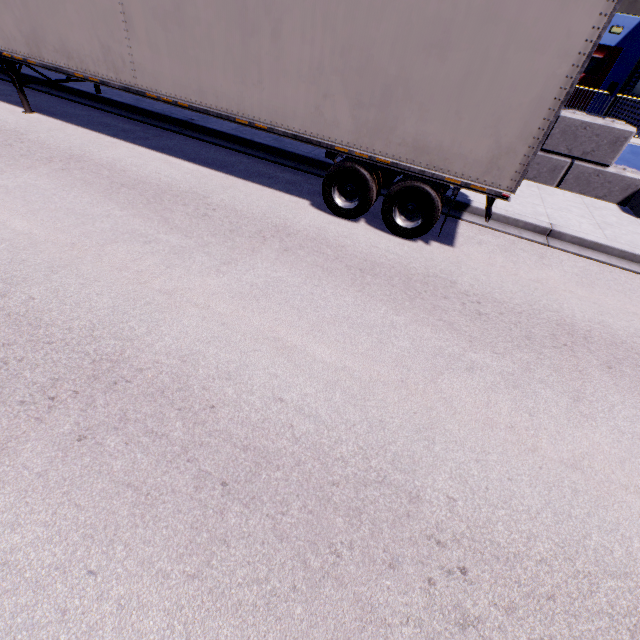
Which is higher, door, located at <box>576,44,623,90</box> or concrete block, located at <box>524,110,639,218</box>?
door, located at <box>576,44,623,90</box>

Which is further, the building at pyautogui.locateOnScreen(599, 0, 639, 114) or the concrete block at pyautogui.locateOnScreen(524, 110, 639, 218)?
the building at pyautogui.locateOnScreen(599, 0, 639, 114)

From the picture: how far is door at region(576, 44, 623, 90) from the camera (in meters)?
14.87

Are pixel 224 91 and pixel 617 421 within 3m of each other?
no

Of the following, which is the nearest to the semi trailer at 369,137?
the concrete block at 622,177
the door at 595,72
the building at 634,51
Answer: the building at 634,51

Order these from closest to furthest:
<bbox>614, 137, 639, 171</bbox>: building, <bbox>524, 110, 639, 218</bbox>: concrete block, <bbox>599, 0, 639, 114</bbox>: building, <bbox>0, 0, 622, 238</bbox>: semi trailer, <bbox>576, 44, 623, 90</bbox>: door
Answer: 1. <bbox>0, 0, 622, 238</bbox>: semi trailer
2. <bbox>524, 110, 639, 218</bbox>: concrete block
3. <bbox>614, 137, 639, 171</bbox>: building
4. <bbox>599, 0, 639, 114</bbox>: building
5. <bbox>576, 44, 623, 90</bbox>: door

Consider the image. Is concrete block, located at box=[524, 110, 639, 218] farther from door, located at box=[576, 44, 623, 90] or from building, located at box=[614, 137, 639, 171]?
door, located at box=[576, 44, 623, 90]
